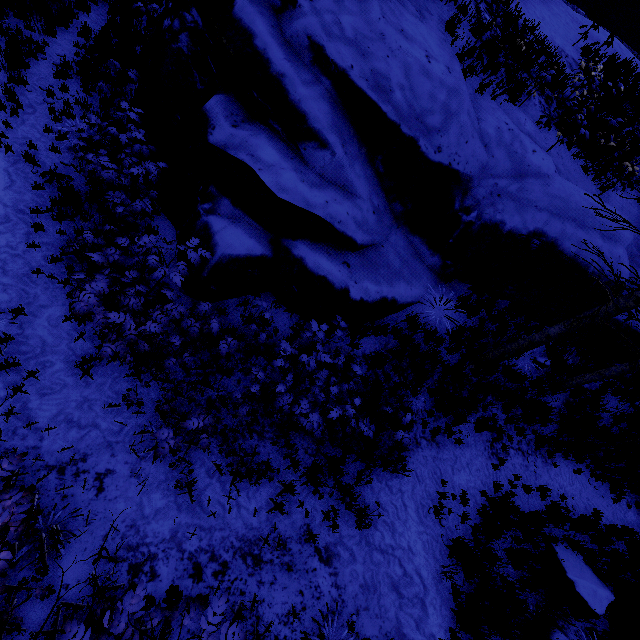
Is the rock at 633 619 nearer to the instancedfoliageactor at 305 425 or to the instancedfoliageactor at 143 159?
the instancedfoliageactor at 305 425

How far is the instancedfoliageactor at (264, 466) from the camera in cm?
464

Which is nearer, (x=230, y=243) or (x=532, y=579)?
(x=230, y=243)

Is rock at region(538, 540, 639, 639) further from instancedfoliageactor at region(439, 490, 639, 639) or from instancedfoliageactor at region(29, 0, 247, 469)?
instancedfoliageactor at region(29, 0, 247, 469)

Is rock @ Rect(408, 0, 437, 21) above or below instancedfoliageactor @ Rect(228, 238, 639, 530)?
above

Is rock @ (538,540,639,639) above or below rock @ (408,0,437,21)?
below

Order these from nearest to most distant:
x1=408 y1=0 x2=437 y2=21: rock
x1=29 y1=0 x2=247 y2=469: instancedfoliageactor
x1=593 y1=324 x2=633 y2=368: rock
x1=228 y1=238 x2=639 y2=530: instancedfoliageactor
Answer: x1=29 y1=0 x2=247 y2=469: instancedfoliageactor, x1=228 y1=238 x2=639 y2=530: instancedfoliageactor, x1=408 y1=0 x2=437 y2=21: rock, x1=593 y1=324 x2=633 y2=368: rock

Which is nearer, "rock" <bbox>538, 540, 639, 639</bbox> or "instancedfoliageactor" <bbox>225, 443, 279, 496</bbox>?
"instancedfoliageactor" <bbox>225, 443, 279, 496</bbox>
